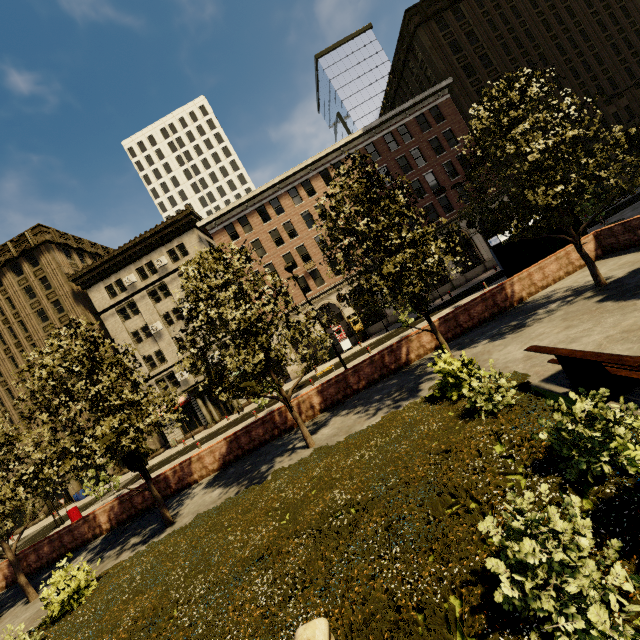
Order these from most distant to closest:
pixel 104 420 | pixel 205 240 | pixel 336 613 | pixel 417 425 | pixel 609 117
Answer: pixel 205 240 < pixel 609 117 < pixel 104 420 < pixel 417 425 < pixel 336 613

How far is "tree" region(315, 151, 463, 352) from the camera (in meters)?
9.69

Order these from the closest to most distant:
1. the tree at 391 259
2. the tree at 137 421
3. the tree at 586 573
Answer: the tree at 586 573 < the tree at 391 259 < the tree at 137 421

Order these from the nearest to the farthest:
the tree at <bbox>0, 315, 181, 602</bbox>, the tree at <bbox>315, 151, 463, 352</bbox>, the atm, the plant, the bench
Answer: the plant, the bench, the tree at <bbox>315, 151, 463, 352</bbox>, the tree at <bbox>0, 315, 181, 602</bbox>, the atm

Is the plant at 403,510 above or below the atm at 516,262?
below

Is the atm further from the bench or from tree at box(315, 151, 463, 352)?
the bench

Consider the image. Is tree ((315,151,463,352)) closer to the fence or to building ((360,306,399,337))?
the fence

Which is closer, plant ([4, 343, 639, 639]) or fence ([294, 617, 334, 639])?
fence ([294, 617, 334, 639])
